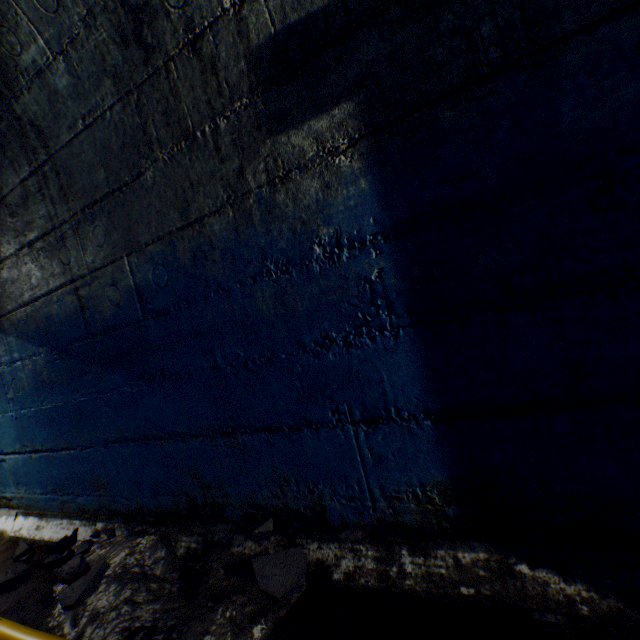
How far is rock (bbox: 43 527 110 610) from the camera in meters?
1.5

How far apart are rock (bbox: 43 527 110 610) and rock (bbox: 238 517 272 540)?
0.76m

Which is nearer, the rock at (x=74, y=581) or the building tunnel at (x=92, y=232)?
the building tunnel at (x=92, y=232)

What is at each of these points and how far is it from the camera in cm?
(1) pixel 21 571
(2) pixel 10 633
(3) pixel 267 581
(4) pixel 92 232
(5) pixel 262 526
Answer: (1) rock, 187
(2) cable, 137
(3) rock, 124
(4) building tunnel, 173
(5) rock, 142

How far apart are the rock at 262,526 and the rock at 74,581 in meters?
0.8

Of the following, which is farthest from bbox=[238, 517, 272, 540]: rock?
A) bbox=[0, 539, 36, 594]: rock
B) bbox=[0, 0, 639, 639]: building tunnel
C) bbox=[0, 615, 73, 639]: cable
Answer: bbox=[0, 539, 36, 594]: rock

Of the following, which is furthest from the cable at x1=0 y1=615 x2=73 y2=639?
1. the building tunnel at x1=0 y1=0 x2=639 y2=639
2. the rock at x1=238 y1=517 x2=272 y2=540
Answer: the rock at x1=238 y1=517 x2=272 y2=540

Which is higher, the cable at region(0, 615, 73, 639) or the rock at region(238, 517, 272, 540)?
the rock at region(238, 517, 272, 540)
